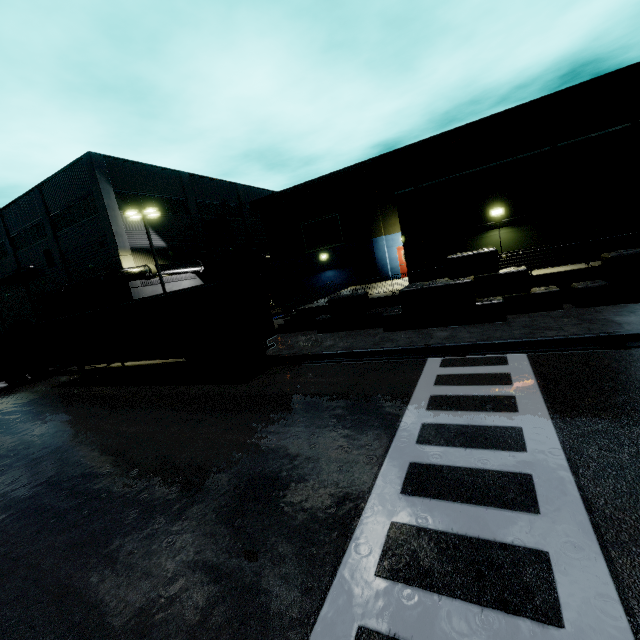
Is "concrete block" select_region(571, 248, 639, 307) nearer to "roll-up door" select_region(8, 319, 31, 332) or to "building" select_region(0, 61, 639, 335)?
"building" select_region(0, 61, 639, 335)

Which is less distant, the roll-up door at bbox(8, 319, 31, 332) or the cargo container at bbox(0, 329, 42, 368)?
the cargo container at bbox(0, 329, 42, 368)

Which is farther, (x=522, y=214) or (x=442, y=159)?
(x=442, y=159)

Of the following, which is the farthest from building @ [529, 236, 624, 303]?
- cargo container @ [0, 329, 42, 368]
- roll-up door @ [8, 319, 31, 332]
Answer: cargo container @ [0, 329, 42, 368]

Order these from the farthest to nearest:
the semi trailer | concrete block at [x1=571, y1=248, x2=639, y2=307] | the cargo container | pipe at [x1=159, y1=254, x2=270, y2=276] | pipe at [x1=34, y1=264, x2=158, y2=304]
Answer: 1. pipe at [x1=159, y1=254, x2=270, y2=276]
2. pipe at [x1=34, y1=264, x2=158, y2=304]
3. the cargo container
4. the semi trailer
5. concrete block at [x1=571, y1=248, x2=639, y2=307]

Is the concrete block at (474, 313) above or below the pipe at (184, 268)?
below

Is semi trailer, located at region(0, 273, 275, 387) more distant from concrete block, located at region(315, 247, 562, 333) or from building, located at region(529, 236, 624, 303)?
concrete block, located at region(315, 247, 562, 333)
